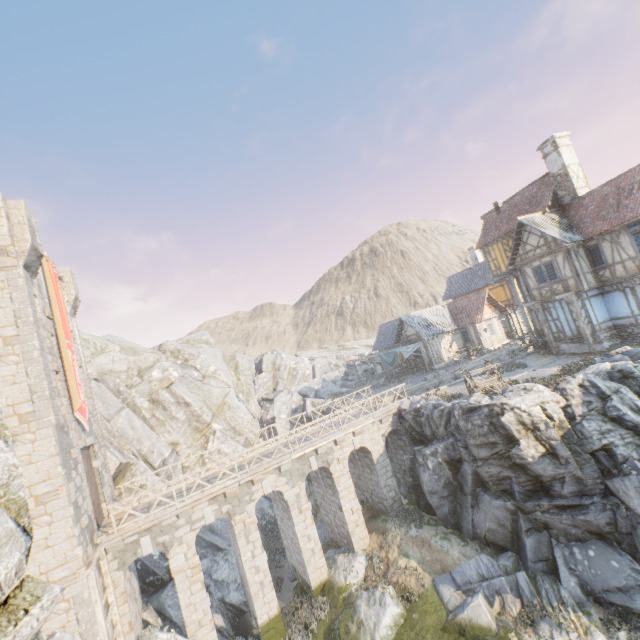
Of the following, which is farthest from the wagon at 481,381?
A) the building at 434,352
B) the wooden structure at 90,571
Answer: the wooden structure at 90,571

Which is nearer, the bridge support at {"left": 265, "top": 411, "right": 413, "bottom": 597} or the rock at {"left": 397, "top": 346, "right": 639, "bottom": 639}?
the rock at {"left": 397, "top": 346, "right": 639, "bottom": 639}

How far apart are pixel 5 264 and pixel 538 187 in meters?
32.5 m

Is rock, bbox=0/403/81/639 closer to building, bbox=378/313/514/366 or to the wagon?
the wagon

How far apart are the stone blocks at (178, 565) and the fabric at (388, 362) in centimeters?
2283cm

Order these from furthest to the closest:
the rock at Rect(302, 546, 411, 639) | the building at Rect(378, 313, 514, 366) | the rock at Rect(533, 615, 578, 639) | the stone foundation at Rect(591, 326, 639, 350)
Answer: the building at Rect(378, 313, 514, 366) → the stone foundation at Rect(591, 326, 639, 350) → the rock at Rect(302, 546, 411, 639) → the rock at Rect(533, 615, 578, 639)

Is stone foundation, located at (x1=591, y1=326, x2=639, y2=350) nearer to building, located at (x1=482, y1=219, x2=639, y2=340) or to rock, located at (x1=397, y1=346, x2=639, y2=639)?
building, located at (x1=482, y1=219, x2=639, y2=340)

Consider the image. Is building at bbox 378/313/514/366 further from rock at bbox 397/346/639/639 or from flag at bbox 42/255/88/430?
flag at bbox 42/255/88/430
